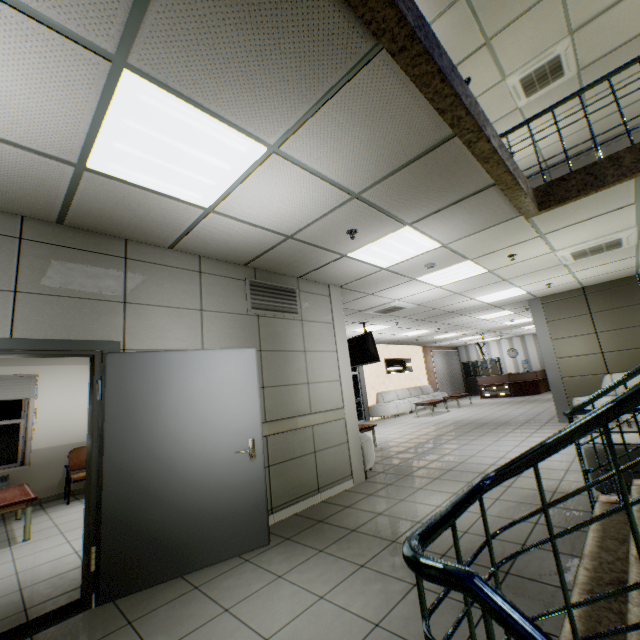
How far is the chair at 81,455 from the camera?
5.9m

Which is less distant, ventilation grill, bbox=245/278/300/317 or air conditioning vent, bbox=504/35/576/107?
ventilation grill, bbox=245/278/300/317

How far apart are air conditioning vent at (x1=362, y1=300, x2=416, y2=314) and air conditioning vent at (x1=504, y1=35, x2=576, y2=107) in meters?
4.6

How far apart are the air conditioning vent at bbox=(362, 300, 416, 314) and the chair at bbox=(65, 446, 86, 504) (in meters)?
6.38

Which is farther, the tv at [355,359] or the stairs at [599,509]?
the tv at [355,359]

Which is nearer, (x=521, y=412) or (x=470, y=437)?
(x=470, y=437)

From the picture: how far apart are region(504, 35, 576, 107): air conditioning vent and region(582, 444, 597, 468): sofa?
5.9 meters

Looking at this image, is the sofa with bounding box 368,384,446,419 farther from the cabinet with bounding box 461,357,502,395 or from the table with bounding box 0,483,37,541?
the table with bounding box 0,483,37,541
